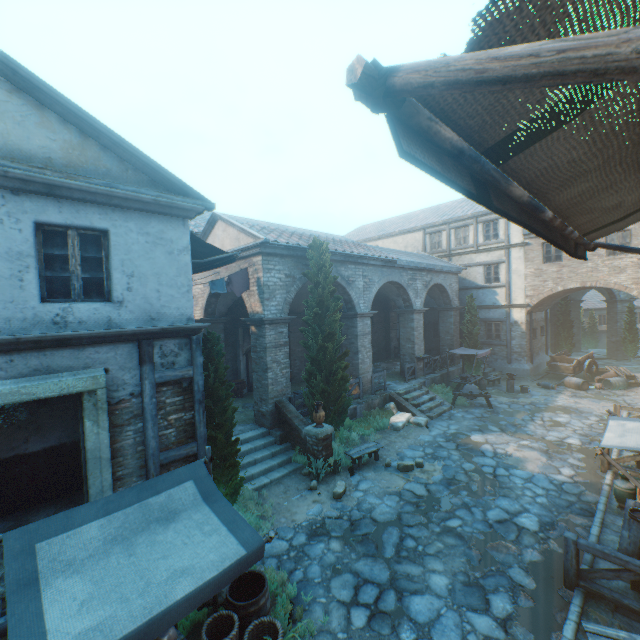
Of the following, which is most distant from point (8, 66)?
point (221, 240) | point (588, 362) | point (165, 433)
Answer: point (588, 362)

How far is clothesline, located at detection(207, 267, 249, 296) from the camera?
10.3 meters

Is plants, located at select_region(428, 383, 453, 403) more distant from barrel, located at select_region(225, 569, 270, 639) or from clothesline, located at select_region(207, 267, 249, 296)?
barrel, located at select_region(225, 569, 270, 639)

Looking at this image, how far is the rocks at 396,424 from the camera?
13.35m

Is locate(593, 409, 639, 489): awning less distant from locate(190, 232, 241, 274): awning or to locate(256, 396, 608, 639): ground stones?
locate(256, 396, 608, 639): ground stones

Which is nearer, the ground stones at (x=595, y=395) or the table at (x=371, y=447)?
the table at (x=371, y=447)

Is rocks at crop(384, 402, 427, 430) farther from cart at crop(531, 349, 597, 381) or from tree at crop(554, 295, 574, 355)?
cart at crop(531, 349, 597, 381)

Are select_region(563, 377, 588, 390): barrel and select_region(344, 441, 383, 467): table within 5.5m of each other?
no
